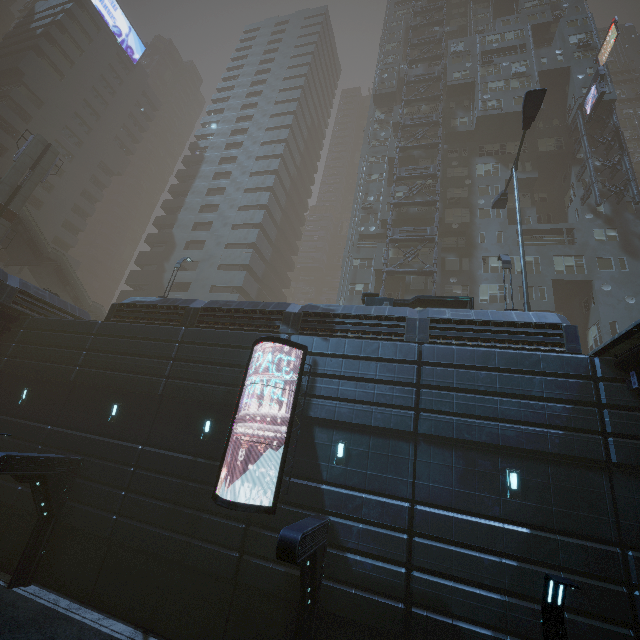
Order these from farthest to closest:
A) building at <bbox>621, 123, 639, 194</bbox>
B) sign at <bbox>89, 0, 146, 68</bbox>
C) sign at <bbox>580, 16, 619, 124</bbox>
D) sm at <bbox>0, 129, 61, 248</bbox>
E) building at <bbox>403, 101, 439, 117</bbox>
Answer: sign at <bbox>89, 0, 146, 68</bbox>, building at <bbox>403, 101, 439, 117</bbox>, building at <bbox>621, 123, 639, 194</bbox>, sm at <bbox>0, 129, 61, 248</bbox>, sign at <bbox>580, 16, 619, 124</bbox>

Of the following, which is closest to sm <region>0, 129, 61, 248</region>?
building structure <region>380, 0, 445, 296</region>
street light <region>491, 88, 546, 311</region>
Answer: building structure <region>380, 0, 445, 296</region>

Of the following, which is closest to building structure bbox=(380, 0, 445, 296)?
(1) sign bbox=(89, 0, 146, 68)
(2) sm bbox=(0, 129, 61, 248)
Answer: (2) sm bbox=(0, 129, 61, 248)

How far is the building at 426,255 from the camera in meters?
29.7 m

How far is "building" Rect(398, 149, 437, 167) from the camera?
34.69m

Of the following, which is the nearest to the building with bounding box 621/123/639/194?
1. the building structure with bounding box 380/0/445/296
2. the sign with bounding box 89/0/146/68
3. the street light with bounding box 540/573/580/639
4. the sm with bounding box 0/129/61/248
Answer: the building structure with bounding box 380/0/445/296

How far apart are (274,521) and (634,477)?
12.10m

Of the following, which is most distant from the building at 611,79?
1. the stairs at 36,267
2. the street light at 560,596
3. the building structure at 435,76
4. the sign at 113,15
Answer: the sign at 113,15
